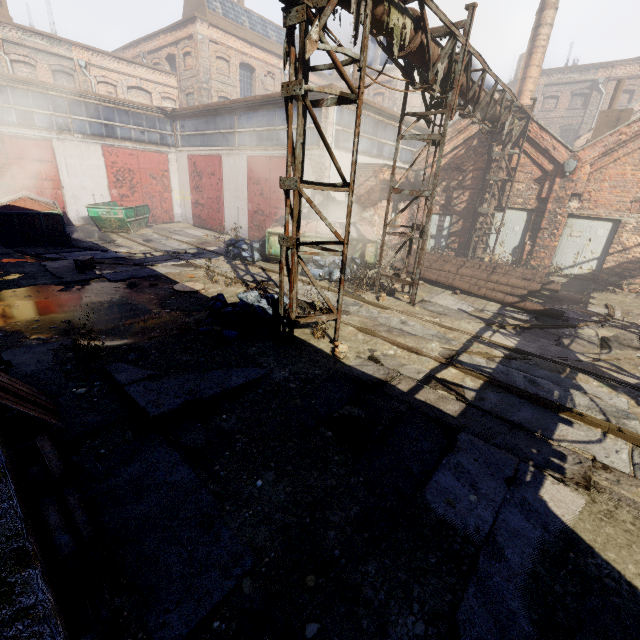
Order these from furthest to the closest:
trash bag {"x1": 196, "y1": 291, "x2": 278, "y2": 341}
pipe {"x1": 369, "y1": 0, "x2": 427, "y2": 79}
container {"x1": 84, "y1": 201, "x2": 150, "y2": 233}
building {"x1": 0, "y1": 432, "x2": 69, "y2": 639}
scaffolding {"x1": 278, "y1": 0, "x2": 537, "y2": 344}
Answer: container {"x1": 84, "y1": 201, "x2": 150, "y2": 233}
trash bag {"x1": 196, "y1": 291, "x2": 278, "y2": 341}
pipe {"x1": 369, "y1": 0, "x2": 427, "y2": 79}
scaffolding {"x1": 278, "y1": 0, "x2": 537, "y2": 344}
building {"x1": 0, "y1": 432, "x2": 69, "y2": 639}

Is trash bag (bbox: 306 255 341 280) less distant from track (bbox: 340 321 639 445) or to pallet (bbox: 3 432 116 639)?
track (bbox: 340 321 639 445)

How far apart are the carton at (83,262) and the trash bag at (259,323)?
5.7m

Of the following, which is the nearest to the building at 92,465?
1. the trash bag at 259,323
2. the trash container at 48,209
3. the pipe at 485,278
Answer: the trash bag at 259,323

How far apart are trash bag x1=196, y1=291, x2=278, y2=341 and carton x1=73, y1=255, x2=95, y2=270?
5.7m

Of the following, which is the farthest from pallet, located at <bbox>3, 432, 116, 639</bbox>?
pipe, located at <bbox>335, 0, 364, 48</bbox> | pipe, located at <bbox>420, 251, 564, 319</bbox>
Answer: pipe, located at <bbox>420, 251, 564, 319</bbox>

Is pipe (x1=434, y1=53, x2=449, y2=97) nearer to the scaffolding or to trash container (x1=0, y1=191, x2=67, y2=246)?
the scaffolding

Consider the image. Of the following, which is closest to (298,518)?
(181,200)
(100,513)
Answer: (100,513)
